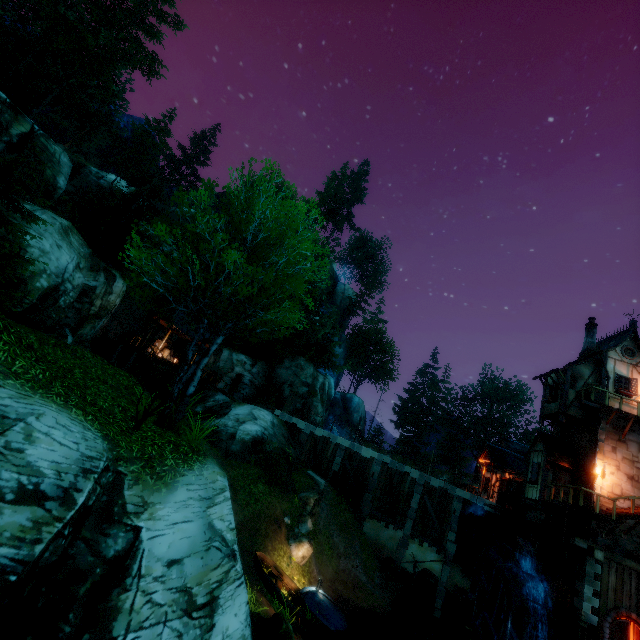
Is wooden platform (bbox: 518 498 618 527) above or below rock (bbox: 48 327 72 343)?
above

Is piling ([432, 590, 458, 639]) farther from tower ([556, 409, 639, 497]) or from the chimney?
the chimney

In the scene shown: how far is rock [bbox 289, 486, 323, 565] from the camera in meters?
17.2 m

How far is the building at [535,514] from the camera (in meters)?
20.14

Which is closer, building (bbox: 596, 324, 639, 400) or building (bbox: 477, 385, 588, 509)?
building (bbox: 477, 385, 588, 509)

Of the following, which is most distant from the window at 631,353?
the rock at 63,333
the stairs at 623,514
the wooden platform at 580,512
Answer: the rock at 63,333

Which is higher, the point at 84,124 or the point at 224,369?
the point at 84,124

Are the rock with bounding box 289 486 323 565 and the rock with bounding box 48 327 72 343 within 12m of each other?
no
